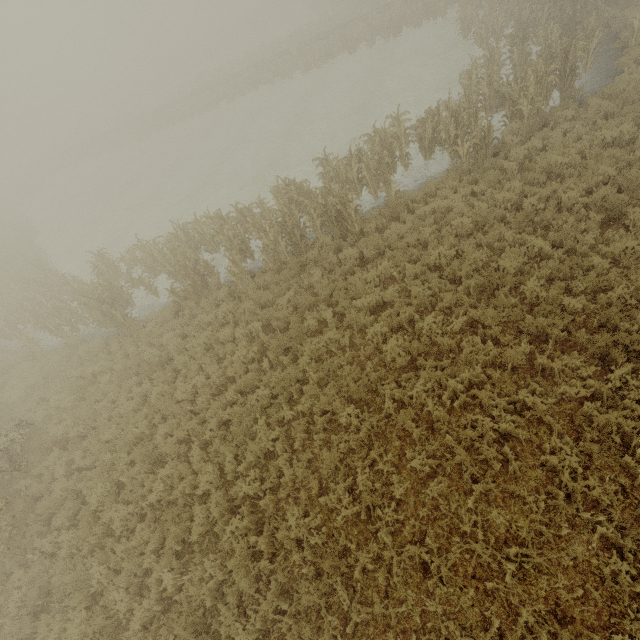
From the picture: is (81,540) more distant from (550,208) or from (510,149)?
(510,149)
